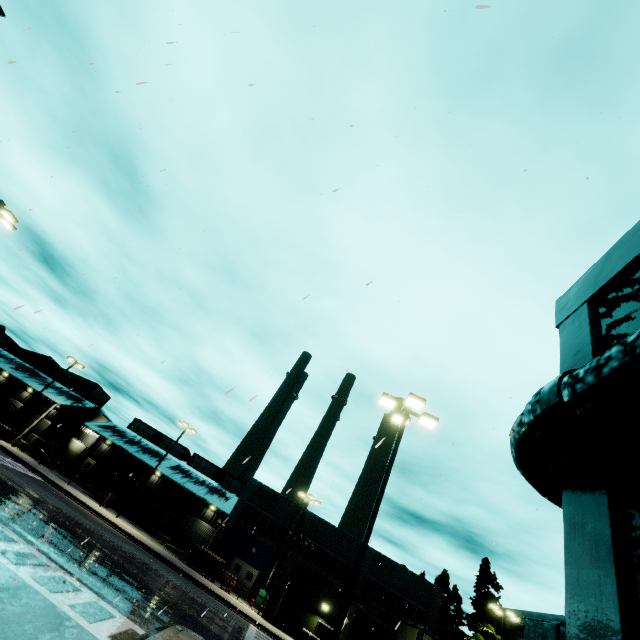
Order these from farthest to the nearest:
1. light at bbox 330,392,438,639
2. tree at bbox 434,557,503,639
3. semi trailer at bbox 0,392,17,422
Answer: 1. semi trailer at bbox 0,392,17,422
2. tree at bbox 434,557,503,639
3. light at bbox 330,392,438,639

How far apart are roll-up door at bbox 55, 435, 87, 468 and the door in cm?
2712

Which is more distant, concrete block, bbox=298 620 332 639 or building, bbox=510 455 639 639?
concrete block, bbox=298 620 332 639

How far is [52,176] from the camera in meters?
7.4

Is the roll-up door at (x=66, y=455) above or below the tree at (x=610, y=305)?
below

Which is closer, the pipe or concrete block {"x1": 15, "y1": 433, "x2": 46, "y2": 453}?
the pipe

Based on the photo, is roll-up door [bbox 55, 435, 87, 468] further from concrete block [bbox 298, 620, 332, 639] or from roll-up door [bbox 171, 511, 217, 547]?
concrete block [bbox 298, 620, 332, 639]

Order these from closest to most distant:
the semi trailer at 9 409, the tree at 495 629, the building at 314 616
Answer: A:
the building at 314 616
the tree at 495 629
the semi trailer at 9 409
